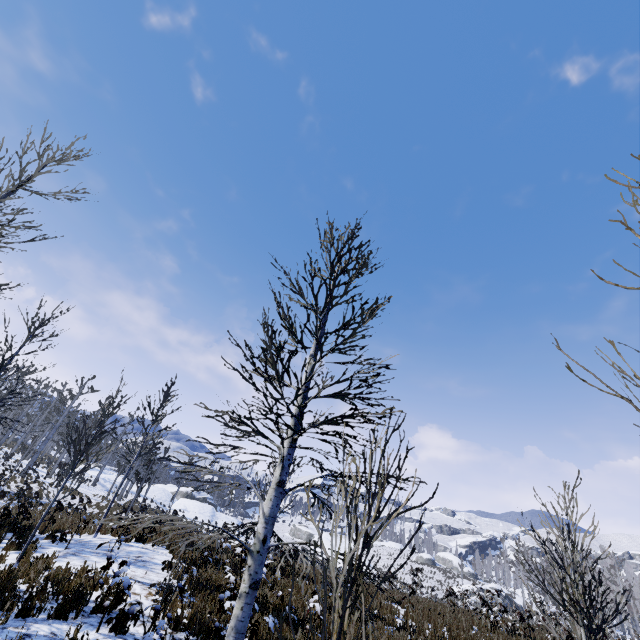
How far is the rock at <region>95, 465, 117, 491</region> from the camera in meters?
41.4 m

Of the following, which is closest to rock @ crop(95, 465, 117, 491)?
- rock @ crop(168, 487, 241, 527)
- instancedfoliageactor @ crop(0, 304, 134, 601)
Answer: rock @ crop(168, 487, 241, 527)

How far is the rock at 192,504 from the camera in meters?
42.5 m

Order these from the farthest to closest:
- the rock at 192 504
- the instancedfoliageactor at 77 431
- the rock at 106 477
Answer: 1. the rock at 192 504
2. the rock at 106 477
3. the instancedfoliageactor at 77 431

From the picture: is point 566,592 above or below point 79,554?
above

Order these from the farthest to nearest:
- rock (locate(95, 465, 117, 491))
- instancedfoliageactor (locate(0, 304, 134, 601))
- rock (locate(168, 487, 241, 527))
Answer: rock (locate(168, 487, 241, 527)) → rock (locate(95, 465, 117, 491)) → instancedfoliageactor (locate(0, 304, 134, 601))

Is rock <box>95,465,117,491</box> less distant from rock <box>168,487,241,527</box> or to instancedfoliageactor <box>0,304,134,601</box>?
rock <box>168,487,241,527</box>

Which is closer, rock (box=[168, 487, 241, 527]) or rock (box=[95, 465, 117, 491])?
rock (box=[95, 465, 117, 491])
